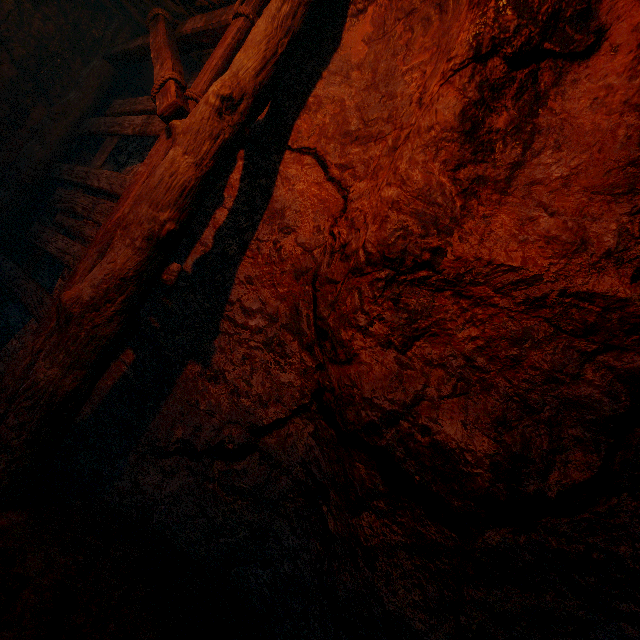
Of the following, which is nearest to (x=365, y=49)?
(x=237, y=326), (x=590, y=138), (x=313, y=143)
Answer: (x=313, y=143)
